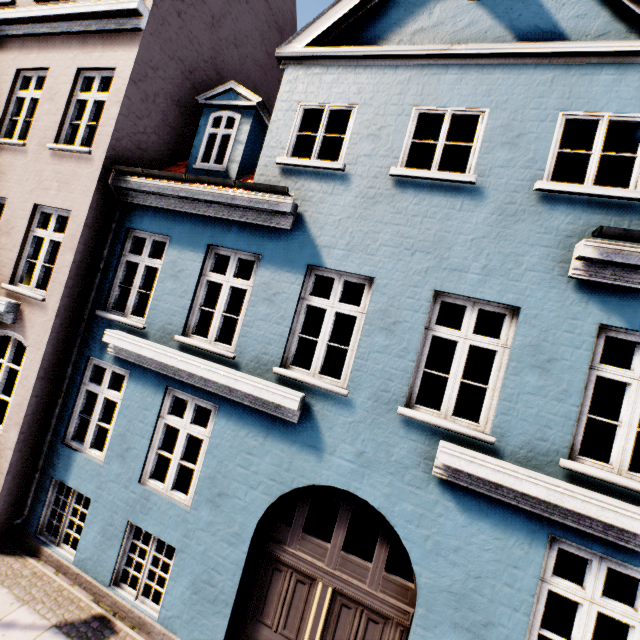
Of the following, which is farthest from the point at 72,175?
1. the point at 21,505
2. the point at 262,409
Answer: the point at 21,505
